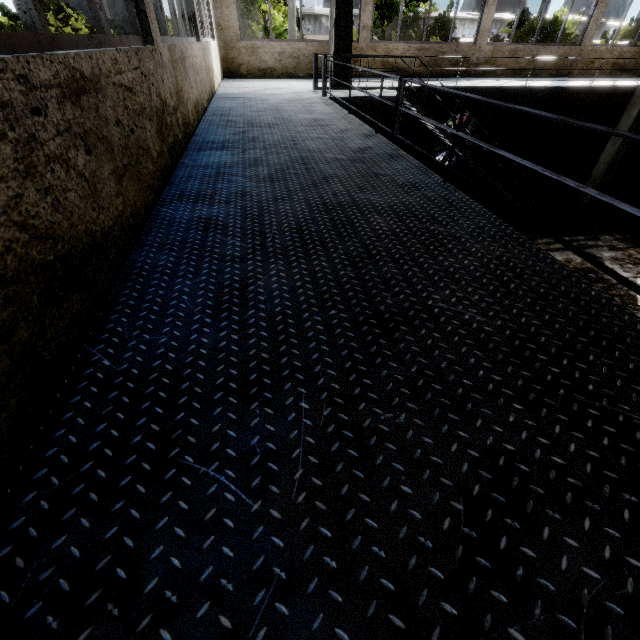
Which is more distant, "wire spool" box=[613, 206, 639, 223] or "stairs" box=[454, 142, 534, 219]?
"wire spool" box=[613, 206, 639, 223]

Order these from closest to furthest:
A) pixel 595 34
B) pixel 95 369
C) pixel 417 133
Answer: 1. pixel 95 369
2. pixel 417 133
3. pixel 595 34

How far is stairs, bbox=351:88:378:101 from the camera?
7.4m

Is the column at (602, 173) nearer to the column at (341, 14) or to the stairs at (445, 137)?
the stairs at (445, 137)

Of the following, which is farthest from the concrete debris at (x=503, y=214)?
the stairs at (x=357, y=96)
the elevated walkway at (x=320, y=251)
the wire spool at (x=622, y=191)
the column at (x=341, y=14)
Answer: the elevated walkway at (x=320, y=251)

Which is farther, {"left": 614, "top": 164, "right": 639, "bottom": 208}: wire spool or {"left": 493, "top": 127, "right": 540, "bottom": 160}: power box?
{"left": 493, "top": 127, "right": 540, "bottom": 160}: power box

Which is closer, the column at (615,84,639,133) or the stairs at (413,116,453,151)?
the stairs at (413,116,453,151)

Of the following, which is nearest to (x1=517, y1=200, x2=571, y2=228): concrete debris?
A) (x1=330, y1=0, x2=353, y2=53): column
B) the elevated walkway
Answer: (x1=330, y1=0, x2=353, y2=53): column
